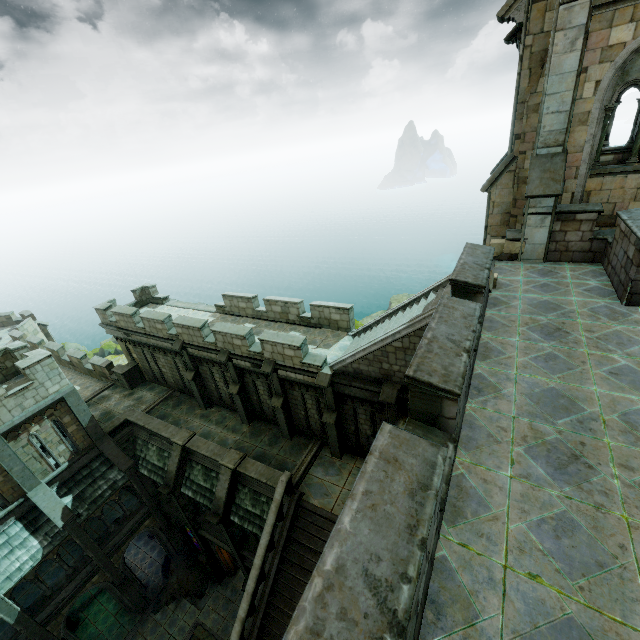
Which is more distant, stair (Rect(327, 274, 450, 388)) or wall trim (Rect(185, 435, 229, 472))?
wall trim (Rect(185, 435, 229, 472))

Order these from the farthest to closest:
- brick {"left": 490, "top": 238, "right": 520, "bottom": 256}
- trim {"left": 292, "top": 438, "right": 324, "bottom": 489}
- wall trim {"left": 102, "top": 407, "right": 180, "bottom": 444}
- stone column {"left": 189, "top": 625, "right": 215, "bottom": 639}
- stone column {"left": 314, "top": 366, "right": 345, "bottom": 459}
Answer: stone column {"left": 189, "top": 625, "right": 215, "bottom": 639}
wall trim {"left": 102, "top": 407, "right": 180, "bottom": 444}
trim {"left": 292, "top": 438, "right": 324, "bottom": 489}
stone column {"left": 314, "top": 366, "right": 345, "bottom": 459}
brick {"left": 490, "top": 238, "right": 520, "bottom": 256}

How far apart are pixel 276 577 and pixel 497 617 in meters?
12.7

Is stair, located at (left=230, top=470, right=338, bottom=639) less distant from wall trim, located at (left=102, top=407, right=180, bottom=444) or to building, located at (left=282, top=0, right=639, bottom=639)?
building, located at (left=282, top=0, right=639, bottom=639)

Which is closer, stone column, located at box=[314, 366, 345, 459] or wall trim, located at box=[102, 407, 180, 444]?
stone column, located at box=[314, 366, 345, 459]

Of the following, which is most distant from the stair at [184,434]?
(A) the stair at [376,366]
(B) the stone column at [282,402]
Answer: (A) the stair at [376,366]

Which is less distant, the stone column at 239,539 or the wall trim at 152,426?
the stone column at 239,539

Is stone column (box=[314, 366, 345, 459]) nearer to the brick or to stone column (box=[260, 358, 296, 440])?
stone column (box=[260, 358, 296, 440])
